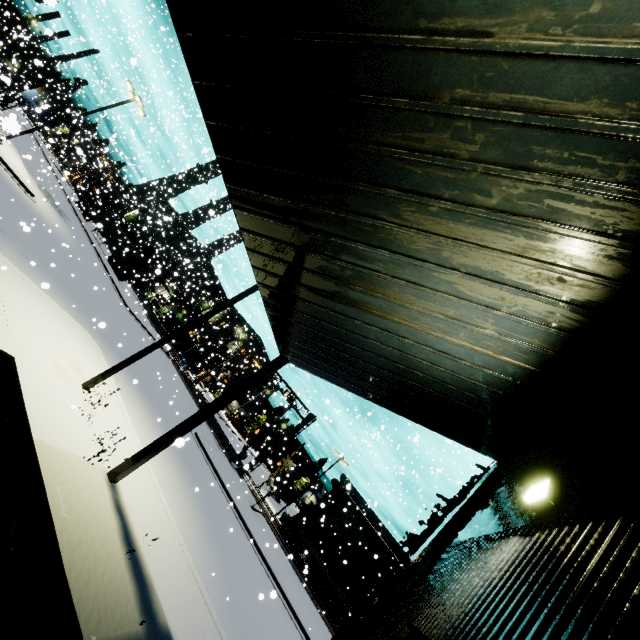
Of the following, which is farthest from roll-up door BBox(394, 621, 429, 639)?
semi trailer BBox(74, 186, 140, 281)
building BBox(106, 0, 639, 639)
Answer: semi trailer BBox(74, 186, 140, 281)

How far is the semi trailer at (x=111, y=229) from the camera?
40.91m

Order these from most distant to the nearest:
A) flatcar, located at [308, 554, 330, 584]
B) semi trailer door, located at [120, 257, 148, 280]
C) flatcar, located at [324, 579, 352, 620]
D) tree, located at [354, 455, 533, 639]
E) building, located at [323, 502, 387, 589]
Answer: building, located at [323, 502, 387, 589] → semi trailer door, located at [120, 257, 148, 280] → flatcar, located at [308, 554, 330, 584] → flatcar, located at [324, 579, 352, 620] → tree, located at [354, 455, 533, 639]

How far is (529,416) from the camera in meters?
5.9

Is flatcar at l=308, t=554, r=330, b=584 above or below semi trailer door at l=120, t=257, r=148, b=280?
below

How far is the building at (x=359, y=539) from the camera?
43.1 meters

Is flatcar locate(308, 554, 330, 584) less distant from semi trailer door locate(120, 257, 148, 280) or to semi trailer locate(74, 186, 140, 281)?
semi trailer locate(74, 186, 140, 281)

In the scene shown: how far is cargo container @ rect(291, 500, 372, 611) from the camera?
28.8 meters
